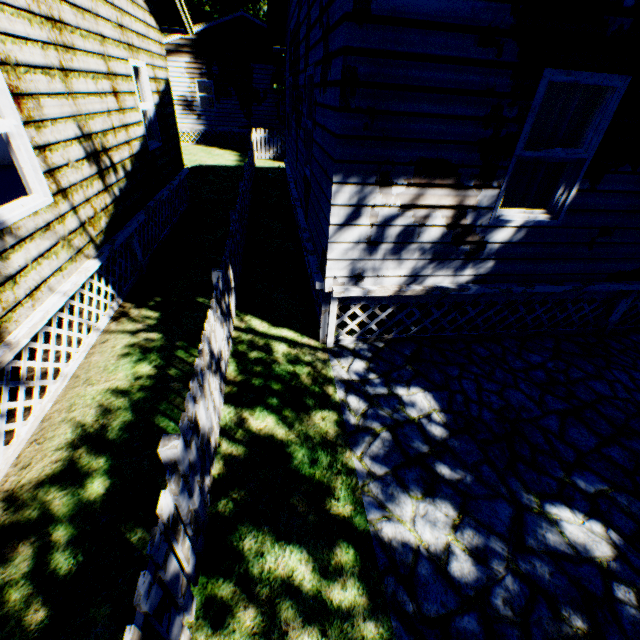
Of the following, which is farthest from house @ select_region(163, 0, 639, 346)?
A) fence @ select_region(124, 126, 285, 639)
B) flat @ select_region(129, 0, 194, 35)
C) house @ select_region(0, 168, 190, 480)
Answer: house @ select_region(0, 168, 190, 480)

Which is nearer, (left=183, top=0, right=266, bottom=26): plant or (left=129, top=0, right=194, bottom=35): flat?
(left=129, top=0, right=194, bottom=35): flat

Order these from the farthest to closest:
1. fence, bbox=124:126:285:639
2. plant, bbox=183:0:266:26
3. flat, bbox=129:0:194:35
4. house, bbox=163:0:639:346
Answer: plant, bbox=183:0:266:26, flat, bbox=129:0:194:35, house, bbox=163:0:639:346, fence, bbox=124:126:285:639

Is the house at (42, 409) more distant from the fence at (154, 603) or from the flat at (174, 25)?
the flat at (174, 25)

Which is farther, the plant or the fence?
the plant

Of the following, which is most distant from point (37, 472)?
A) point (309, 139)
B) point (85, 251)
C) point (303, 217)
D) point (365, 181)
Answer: point (309, 139)

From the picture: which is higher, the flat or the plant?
the plant

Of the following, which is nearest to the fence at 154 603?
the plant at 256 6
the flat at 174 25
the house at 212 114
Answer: the plant at 256 6
